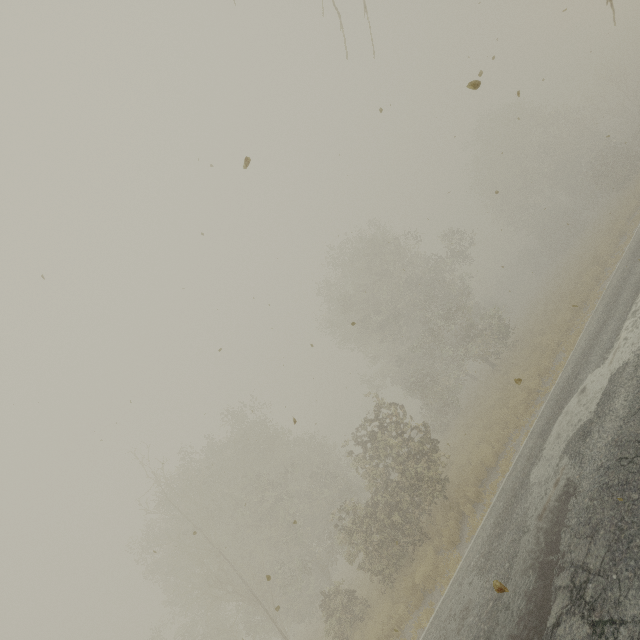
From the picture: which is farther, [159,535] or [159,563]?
[159,535]
